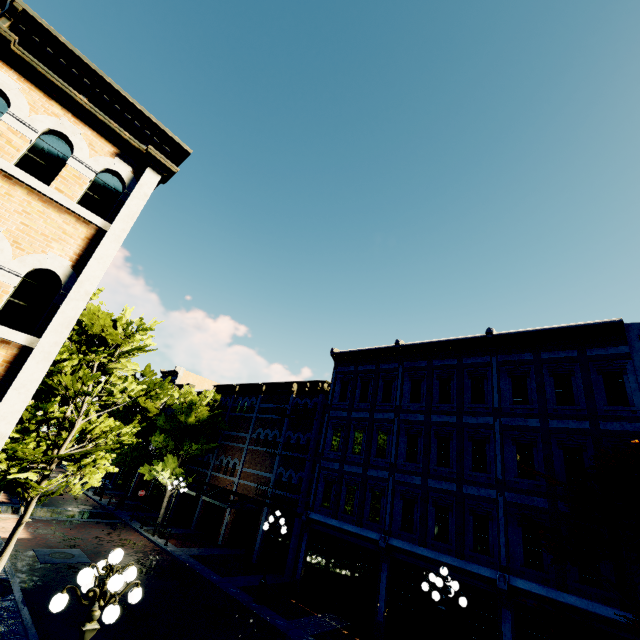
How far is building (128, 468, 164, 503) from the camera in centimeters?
3085cm

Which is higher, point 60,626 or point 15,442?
point 15,442

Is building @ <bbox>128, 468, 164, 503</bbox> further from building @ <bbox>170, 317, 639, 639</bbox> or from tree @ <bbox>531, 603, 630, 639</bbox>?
building @ <bbox>170, 317, 639, 639</bbox>

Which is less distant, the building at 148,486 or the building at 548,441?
the building at 548,441

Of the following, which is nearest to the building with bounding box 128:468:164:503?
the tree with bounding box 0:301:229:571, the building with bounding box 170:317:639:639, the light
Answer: the tree with bounding box 0:301:229:571

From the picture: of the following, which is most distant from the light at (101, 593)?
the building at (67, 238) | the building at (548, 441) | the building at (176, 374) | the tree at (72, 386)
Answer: the building at (176, 374)
